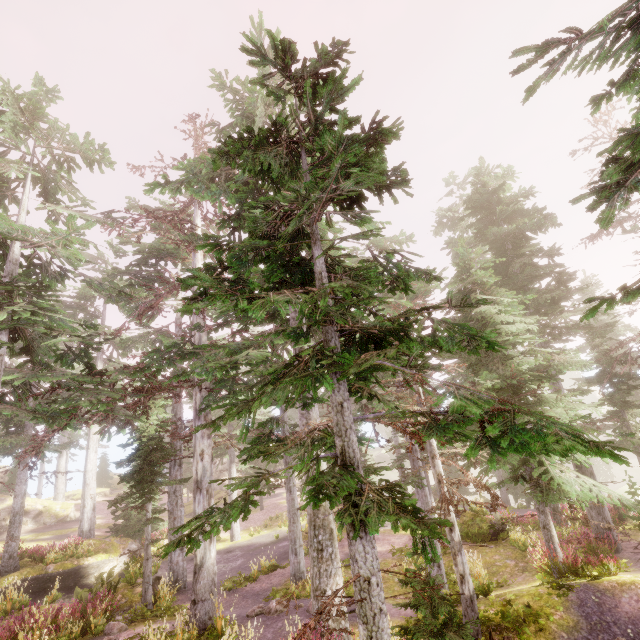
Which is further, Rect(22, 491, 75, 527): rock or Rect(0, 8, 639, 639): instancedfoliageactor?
Rect(22, 491, 75, 527): rock

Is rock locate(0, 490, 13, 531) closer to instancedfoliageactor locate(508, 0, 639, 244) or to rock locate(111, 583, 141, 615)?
instancedfoliageactor locate(508, 0, 639, 244)

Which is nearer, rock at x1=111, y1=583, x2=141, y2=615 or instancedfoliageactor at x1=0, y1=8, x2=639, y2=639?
instancedfoliageactor at x1=0, y1=8, x2=639, y2=639

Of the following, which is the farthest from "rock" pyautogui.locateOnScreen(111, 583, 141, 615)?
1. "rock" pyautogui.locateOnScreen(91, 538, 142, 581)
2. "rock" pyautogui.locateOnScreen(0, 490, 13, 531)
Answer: "rock" pyautogui.locateOnScreen(0, 490, 13, 531)

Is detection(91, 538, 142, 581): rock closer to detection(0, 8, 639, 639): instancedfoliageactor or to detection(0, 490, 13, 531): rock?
detection(0, 8, 639, 639): instancedfoliageactor

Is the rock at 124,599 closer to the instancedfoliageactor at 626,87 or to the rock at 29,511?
the instancedfoliageactor at 626,87

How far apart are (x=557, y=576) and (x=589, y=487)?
3.3 meters

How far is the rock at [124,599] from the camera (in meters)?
12.84
